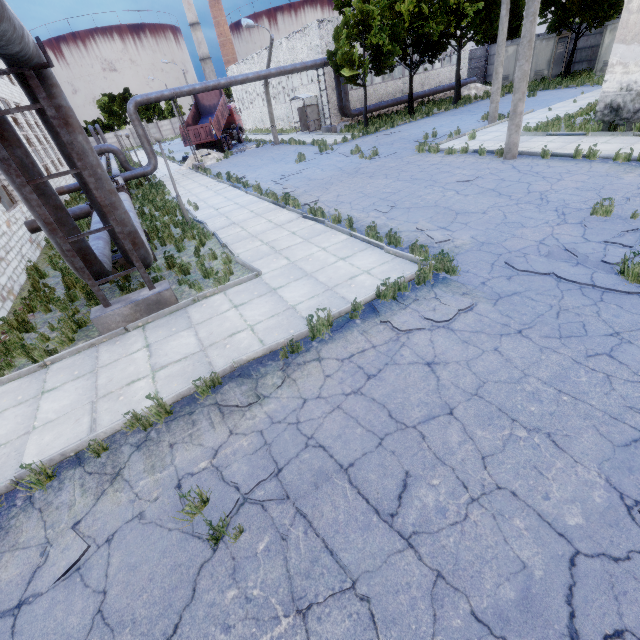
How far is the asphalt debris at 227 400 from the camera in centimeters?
491cm

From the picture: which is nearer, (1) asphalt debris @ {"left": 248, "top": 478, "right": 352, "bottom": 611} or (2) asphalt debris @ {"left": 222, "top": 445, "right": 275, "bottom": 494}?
(1) asphalt debris @ {"left": 248, "top": 478, "right": 352, "bottom": 611}

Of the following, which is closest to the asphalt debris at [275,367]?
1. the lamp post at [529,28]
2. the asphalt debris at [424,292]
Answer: the asphalt debris at [424,292]

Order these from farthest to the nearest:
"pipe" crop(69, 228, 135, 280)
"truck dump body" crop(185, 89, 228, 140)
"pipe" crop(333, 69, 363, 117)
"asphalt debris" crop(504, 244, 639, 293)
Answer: "truck dump body" crop(185, 89, 228, 140) → "pipe" crop(333, 69, 363, 117) → "pipe" crop(69, 228, 135, 280) → "asphalt debris" crop(504, 244, 639, 293)

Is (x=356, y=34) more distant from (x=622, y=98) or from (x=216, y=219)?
(x=216, y=219)

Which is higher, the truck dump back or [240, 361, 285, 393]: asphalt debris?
the truck dump back

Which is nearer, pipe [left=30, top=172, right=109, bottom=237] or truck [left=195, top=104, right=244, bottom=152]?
pipe [left=30, top=172, right=109, bottom=237]

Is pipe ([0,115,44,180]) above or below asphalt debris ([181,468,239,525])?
above
